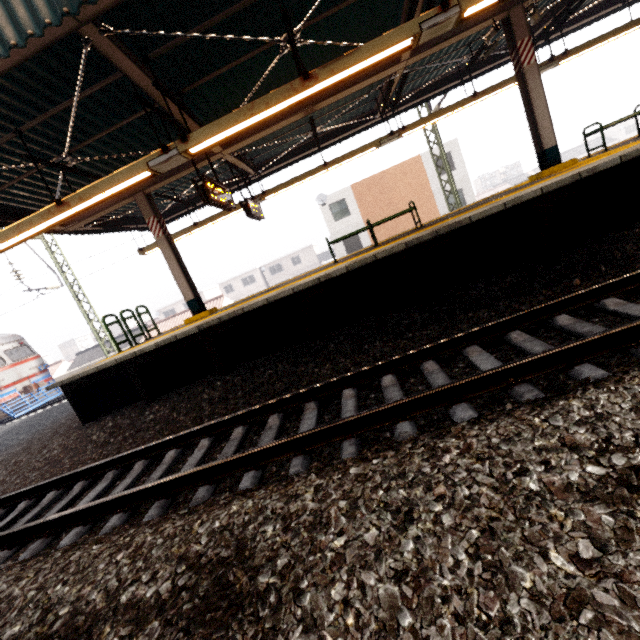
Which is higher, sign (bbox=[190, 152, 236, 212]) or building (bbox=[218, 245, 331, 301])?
sign (bbox=[190, 152, 236, 212])

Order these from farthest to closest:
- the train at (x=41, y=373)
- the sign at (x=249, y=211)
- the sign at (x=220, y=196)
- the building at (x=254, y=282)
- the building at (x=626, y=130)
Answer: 1. the building at (x=626, y=130)
2. the building at (x=254, y=282)
3. the train at (x=41, y=373)
4. the sign at (x=249, y=211)
5. the sign at (x=220, y=196)

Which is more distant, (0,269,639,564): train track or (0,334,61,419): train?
(0,334,61,419): train

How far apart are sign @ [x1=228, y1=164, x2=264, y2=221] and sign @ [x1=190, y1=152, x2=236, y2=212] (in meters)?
1.34

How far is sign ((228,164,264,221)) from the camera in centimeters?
917cm

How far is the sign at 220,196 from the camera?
6.4 meters

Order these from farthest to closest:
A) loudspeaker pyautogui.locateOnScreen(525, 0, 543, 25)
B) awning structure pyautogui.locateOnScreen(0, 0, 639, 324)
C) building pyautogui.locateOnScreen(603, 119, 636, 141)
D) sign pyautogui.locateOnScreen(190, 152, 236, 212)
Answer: building pyautogui.locateOnScreen(603, 119, 636, 141)
loudspeaker pyautogui.locateOnScreen(525, 0, 543, 25)
sign pyautogui.locateOnScreen(190, 152, 236, 212)
awning structure pyautogui.locateOnScreen(0, 0, 639, 324)

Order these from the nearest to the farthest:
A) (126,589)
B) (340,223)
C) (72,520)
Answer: (126,589) → (72,520) → (340,223)
